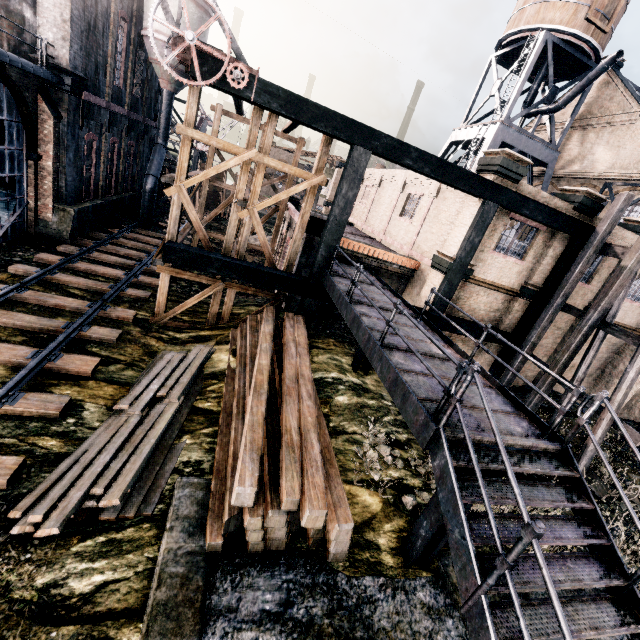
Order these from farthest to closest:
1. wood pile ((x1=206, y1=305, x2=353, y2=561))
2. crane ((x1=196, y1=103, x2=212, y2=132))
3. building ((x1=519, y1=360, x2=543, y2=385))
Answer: crane ((x1=196, y1=103, x2=212, y2=132)), building ((x1=519, y1=360, x2=543, y2=385)), wood pile ((x1=206, y1=305, x2=353, y2=561))

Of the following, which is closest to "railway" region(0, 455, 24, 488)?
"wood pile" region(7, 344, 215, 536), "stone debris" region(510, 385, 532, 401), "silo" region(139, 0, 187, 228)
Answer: "wood pile" region(7, 344, 215, 536)

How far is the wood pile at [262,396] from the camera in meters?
6.0 m

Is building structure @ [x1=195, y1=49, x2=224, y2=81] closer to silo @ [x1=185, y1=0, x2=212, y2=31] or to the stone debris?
the stone debris

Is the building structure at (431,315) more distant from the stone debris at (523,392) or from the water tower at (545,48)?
the water tower at (545,48)

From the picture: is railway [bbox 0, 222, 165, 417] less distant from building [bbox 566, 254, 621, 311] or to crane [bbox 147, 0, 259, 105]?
building [bbox 566, 254, 621, 311]

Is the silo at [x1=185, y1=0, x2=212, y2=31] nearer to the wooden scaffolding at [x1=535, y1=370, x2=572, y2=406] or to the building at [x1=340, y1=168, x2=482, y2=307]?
the building at [x1=340, y1=168, x2=482, y2=307]

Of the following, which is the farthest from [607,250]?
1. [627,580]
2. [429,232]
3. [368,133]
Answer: [627,580]
